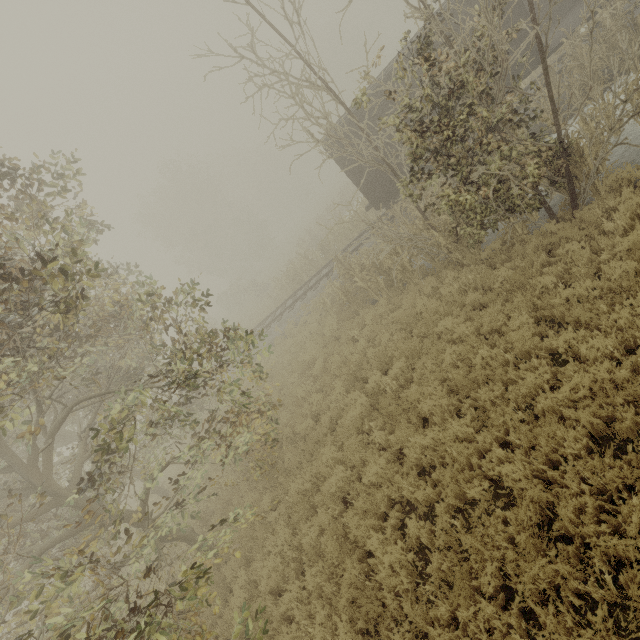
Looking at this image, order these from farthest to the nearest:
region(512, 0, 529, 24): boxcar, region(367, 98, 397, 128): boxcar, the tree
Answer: region(367, 98, 397, 128): boxcar
region(512, 0, 529, 24): boxcar
the tree

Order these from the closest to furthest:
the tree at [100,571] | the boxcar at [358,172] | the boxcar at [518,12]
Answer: the tree at [100,571] → the boxcar at [518,12] → the boxcar at [358,172]

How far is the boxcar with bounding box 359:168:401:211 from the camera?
14.0 meters

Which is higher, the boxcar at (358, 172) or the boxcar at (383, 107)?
the boxcar at (383, 107)

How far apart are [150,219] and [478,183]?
42.3m

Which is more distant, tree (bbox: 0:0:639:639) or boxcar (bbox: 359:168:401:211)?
boxcar (bbox: 359:168:401:211)
